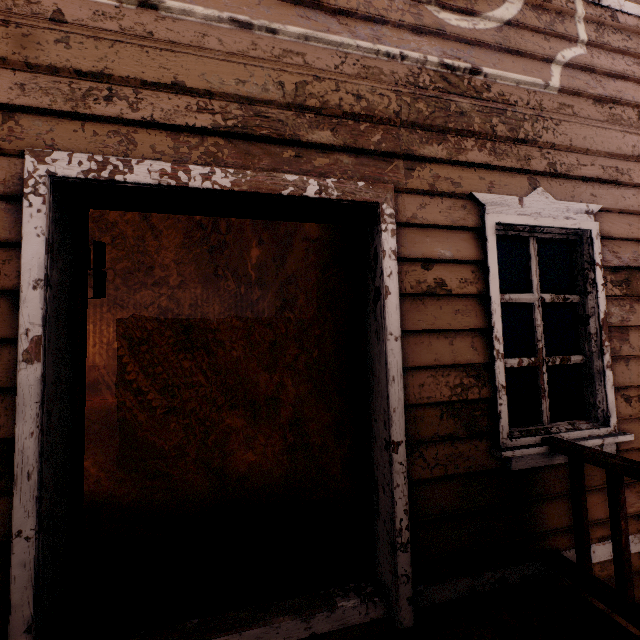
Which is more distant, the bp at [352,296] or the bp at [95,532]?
the bp at [352,296]

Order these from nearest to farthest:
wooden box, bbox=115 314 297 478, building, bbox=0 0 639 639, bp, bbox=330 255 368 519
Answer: building, bbox=0 0 639 639
bp, bbox=330 255 368 519
wooden box, bbox=115 314 297 478

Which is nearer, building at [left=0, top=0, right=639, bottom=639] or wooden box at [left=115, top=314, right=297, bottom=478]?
building at [left=0, top=0, right=639, bottom=639]

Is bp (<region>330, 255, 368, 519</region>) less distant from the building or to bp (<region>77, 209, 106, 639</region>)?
the building

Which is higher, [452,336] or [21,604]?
[452,336]

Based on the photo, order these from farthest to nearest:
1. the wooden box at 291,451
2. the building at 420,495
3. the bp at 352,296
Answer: the wooden box at 291,451, the bp at 352,296, the building at 420,495

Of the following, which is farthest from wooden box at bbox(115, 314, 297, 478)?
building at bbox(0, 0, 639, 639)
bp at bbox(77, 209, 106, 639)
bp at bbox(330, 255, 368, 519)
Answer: bp at bbox(77, 209, 106, 639)

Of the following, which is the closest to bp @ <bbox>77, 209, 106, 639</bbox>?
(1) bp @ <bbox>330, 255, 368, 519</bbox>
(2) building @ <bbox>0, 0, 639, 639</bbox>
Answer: (2) building @ <bbox>0, 0, 639, 639</bbox>
